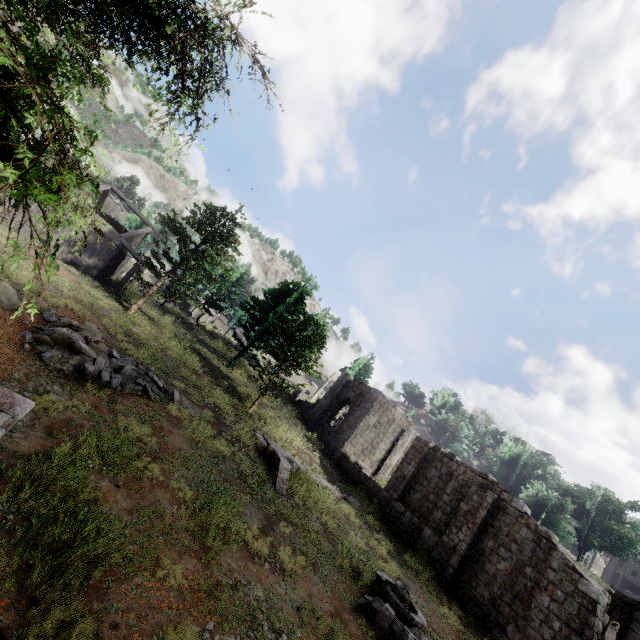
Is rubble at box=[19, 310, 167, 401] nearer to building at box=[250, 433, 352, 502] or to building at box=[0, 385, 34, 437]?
building at box=[0, 385, 34, 437]

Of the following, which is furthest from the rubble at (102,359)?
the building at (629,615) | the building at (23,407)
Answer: the building at (629,615)

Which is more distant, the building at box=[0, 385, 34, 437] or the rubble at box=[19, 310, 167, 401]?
the rubble at box=[19, 310, 167, 401]

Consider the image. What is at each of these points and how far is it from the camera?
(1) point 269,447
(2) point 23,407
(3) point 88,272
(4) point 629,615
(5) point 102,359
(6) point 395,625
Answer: (1) building, 16.27m
(2) building, 4.92m
(3) building, 24.47m
(4) building, 17.59m
(5) rubble, 11.87m
(6) fountain, 9.57m

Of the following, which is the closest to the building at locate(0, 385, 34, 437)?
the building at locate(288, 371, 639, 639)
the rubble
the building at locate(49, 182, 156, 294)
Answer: the rubble

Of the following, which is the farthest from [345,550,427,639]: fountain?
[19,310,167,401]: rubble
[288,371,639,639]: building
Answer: [19,310,167,401]: rubble

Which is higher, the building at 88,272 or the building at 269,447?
the building at 88,272

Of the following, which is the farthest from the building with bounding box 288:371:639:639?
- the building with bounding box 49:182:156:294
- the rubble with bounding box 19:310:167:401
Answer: the rubble with bounding box 19:310:167:401
